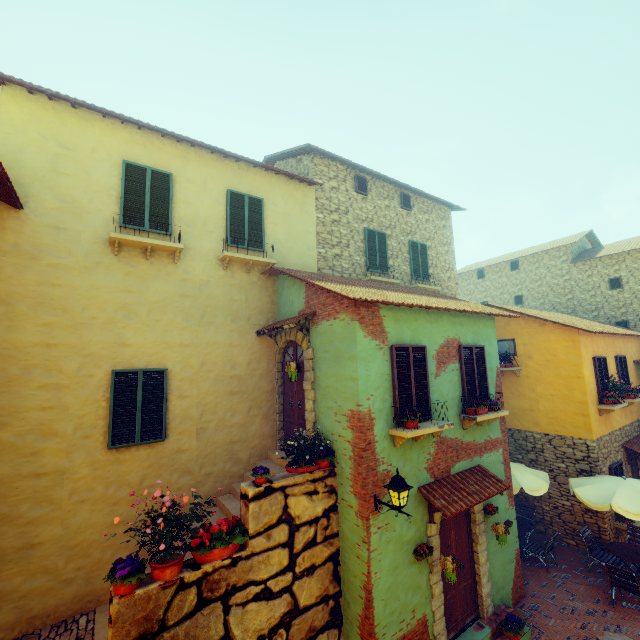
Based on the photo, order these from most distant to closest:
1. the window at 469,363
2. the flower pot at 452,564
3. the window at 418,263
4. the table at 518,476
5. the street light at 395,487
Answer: the window at 418,263
the table at 518,476
the window at 469,363
the flower pot at 452,564
the street light at 395,487

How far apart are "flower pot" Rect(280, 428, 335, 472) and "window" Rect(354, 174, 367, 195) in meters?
9.1 m

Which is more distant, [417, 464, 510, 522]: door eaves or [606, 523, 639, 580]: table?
[606, 523, 639, 580]: table

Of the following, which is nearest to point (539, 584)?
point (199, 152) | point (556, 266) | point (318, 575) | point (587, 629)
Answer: point (587, 629)

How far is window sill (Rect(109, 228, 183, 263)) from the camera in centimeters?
711cm

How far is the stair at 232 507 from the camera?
7.1 meters

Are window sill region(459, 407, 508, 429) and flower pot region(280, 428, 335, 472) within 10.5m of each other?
yes

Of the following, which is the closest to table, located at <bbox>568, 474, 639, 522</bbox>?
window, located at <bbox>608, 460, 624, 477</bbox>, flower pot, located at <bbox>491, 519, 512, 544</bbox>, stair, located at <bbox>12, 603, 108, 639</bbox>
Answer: window, located at <bbox>608, 460, 624, 477</bbox>
